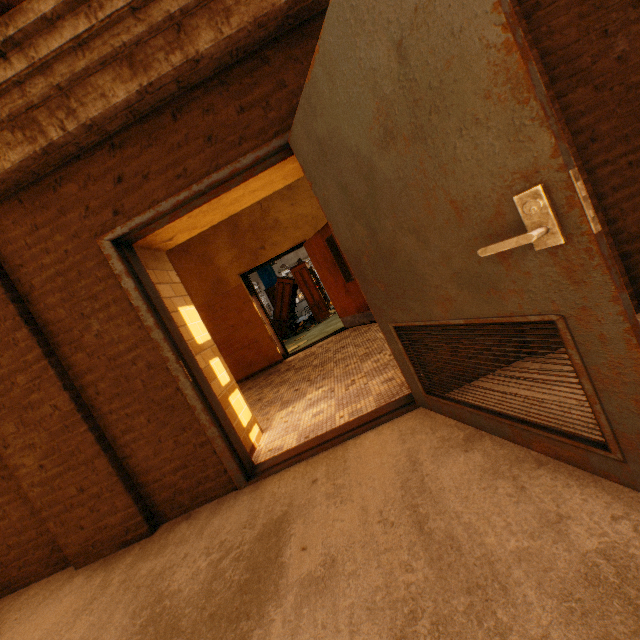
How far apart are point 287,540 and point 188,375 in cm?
136

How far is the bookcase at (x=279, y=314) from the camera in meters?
11.8

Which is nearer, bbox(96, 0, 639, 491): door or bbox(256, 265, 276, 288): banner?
bbox(96, 0, 639, 491): door

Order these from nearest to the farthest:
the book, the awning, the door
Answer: the door < the awning < the book

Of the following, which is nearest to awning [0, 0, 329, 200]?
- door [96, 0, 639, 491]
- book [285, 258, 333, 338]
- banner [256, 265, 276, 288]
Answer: door [96, 0, 639, 491]

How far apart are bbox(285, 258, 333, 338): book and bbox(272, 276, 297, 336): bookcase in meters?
0.0 m

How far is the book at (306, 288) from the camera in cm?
1171

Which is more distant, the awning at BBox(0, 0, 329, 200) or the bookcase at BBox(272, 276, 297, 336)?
the bookcase at BBox(272, 276, 297, 336)
